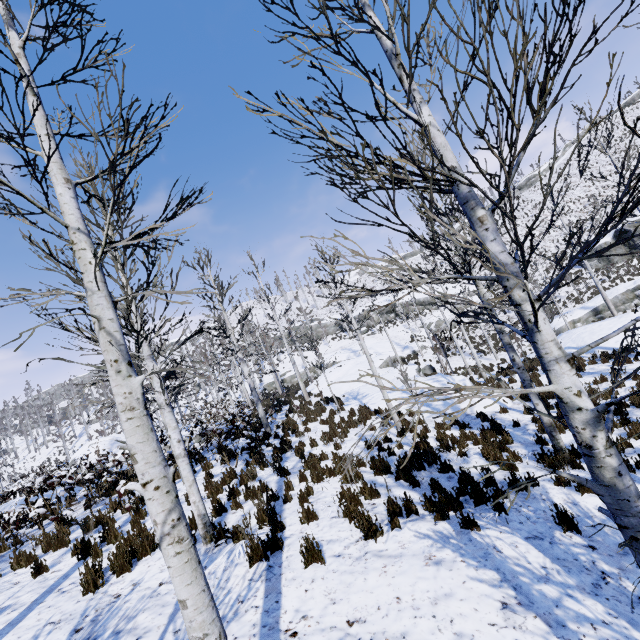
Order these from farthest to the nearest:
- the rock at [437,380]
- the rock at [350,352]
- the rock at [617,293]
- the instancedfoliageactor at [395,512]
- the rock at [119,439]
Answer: the rock at [350,352] → the rock at [617,293] → the rock at [119,439] → the rock at [437,380] → the instancedfoliageactor at [395,512]

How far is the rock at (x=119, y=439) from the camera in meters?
21.8

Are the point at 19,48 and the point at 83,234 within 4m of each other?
yes

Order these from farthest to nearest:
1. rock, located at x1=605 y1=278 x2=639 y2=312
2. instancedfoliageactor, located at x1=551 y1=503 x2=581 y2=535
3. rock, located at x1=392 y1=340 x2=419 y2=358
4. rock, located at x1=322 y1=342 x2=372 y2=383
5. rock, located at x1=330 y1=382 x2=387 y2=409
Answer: rock, located at x1=392 y1=340 x2=419 y2=358 < rock, located at x1=322 y1=342 x2=372 y2=383 < rock, located at x1=605 y1=278 x2=639 y2=312 < rock, located at x1=330 y1=382 x2=387 y2=409 < instancedfoliageactor, located at x1=551 y1=503 x2=581 y2=535

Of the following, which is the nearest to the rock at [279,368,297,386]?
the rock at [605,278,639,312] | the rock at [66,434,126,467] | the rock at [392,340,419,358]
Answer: the rock at [392,340,419,358]

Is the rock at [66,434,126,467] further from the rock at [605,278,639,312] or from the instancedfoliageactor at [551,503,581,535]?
the rock at [605,278,639,312]

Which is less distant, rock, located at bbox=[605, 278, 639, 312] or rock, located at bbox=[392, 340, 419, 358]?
rock, located at bbox=[605, 278, 639, 312]

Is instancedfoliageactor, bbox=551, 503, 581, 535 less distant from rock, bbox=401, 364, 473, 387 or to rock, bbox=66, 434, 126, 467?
rock, bbox=401, 364, 473, 387
